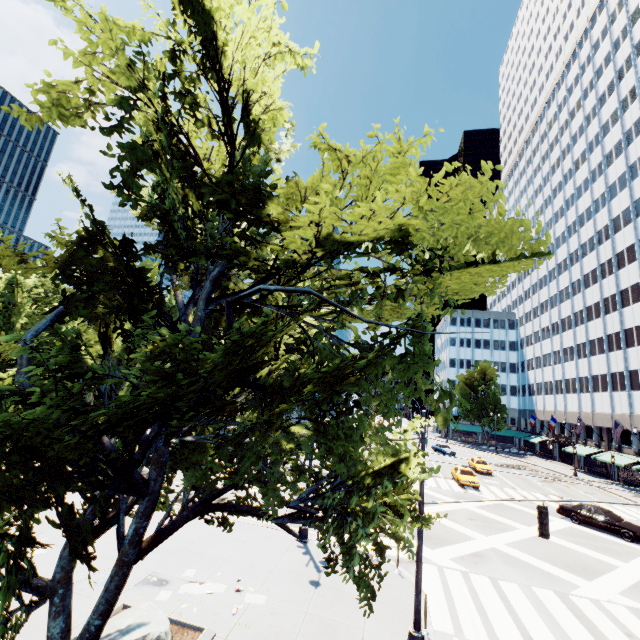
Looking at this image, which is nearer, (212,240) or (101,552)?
(212,240)

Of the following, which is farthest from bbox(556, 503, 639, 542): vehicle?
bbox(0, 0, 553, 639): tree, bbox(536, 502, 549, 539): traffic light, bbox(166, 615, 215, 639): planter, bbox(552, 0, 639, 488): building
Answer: bbox(166, 615, 215, 639): planter

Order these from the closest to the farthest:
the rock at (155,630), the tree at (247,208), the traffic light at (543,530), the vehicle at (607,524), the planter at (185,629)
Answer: the tree at (247,208)
the rock at (155,630)
the planter at (185,629)
the traffic light at (543,530)
the vehicle at (607,524)

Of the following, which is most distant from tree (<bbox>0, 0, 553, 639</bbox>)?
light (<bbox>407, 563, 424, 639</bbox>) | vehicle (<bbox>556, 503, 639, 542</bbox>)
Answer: vehicle (<bbox>556, 503, 639, 542</bbox>)

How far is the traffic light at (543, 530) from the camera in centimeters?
941cm

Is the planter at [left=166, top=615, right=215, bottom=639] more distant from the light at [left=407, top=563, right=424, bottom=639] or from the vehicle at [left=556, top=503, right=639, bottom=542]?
the vehicle at [left=556, top=503, right=639, bottom=542]

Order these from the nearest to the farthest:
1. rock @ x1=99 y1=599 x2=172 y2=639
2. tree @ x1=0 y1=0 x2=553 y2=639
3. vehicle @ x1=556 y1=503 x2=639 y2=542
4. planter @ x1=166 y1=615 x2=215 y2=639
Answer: tree @ x1=0 y1=0 x2=553 y2=639
rock @ x1=99 y1=599 x2=172 y2=639
planter @ x1=166 y1=615 x2=215 y2=639
vehicle @ x1=556 y1=503 x2=639 y2=542

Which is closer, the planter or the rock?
the rock
